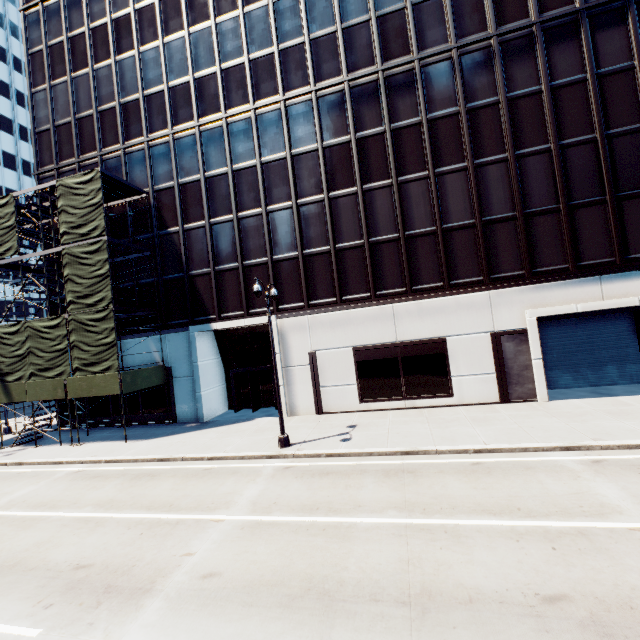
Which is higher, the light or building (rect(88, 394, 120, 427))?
building (rect(88, 394, 120, 427))

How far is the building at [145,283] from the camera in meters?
22.0 m

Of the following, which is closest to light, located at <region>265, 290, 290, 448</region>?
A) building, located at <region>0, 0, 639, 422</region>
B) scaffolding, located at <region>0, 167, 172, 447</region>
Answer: building, located at <region>0, 0, 639, 422</region>

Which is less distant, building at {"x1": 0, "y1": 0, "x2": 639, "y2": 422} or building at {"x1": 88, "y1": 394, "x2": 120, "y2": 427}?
building at {"x1": 0, "y1": 0, "x2": 639, "y2": 422}

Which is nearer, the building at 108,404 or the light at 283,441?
the light at 283,441

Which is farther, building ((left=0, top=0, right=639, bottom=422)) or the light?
building ((left=0, top=0, right=639, bottom=422))

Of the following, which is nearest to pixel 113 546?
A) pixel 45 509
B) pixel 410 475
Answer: pixel 45 509
